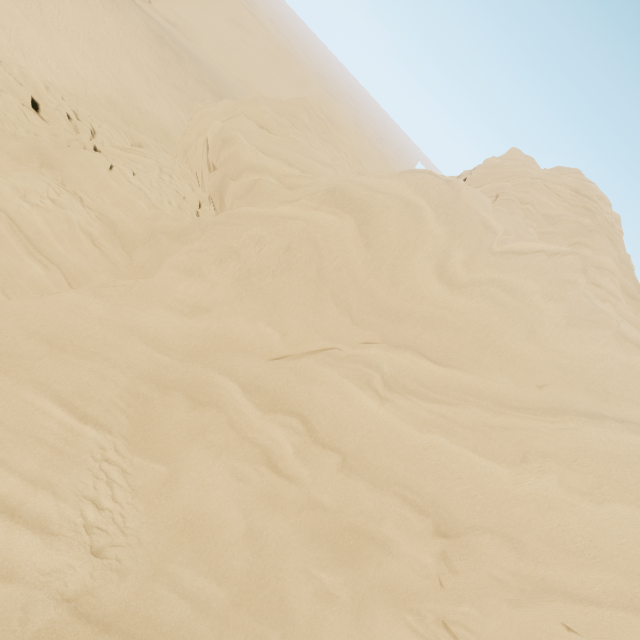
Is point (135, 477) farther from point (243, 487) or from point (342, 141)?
point (342, 141)
